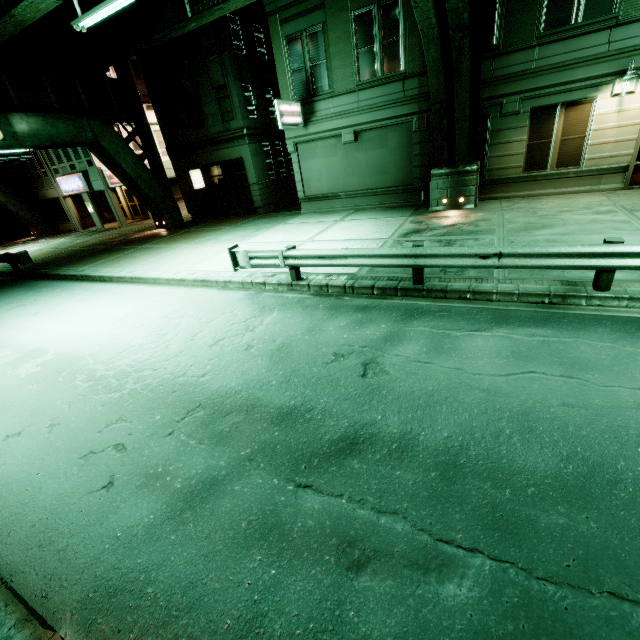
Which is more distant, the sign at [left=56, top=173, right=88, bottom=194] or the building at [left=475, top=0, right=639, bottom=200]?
the sign at [left=56, top=173, right=88, bottom=194]

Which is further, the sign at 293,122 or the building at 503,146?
the sign at 293,122

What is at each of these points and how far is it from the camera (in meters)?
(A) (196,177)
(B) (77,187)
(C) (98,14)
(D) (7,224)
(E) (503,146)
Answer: (A) sign, 24.08
(B) sign, 26.39
(C) fluorescent light, 10.23
(D) building, 31.30
(E) building, 13.64

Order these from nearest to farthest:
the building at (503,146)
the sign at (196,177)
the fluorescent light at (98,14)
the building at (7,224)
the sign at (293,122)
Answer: the fluorescent light at (98,14), the building at (503,146), the sign at (293,122), the sign at (196,177), the building at (7,224)

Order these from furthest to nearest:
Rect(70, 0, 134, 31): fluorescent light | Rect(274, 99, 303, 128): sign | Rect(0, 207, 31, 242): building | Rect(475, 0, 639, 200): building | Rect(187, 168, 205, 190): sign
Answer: Rect(0, 207, 31, 242): building → Rect(187, 168, 205, 190): sign → Rect(274, 99, 303, 128): sign → Rect(475, 0, 639, 200): building → Rect(70, 0, 134, 31): fluorescent light

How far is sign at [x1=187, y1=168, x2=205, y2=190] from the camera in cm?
2366

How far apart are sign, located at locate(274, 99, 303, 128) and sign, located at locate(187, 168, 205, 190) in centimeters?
1095cm

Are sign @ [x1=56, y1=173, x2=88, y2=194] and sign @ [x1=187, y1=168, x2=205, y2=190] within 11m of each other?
A: yes
